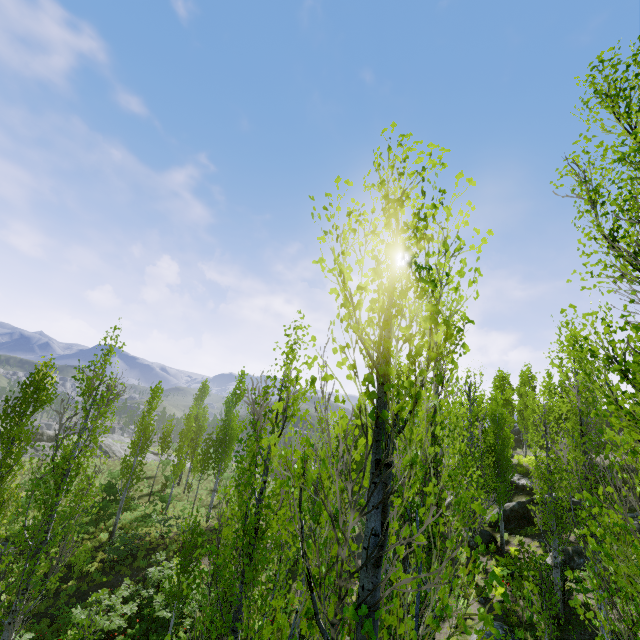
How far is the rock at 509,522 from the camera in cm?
2227

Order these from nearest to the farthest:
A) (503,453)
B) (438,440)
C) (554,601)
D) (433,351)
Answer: (554,601)
(438,440)
(433,351)
(503,453)

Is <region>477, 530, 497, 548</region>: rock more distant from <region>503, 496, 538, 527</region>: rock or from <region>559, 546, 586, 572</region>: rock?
<region>559, 546, 586, 572</region>: rock

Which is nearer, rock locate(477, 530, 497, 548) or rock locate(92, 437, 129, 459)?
rock locate(477, 530, 497, 548)

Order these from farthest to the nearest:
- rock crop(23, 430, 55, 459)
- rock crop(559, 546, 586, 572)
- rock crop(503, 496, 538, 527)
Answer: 1. rock crop(23, 430, 55, 459)
2. rock crop(503, 496, 538, 527)
3. rock crop(559, 546, 586, 572)

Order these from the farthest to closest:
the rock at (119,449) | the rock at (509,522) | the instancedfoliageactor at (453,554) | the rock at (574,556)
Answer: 1. the rock at (119,449)
2. the rock at (509,522)
3. the rock at (574,556)
4. the instancedfoliageactor at (453,554)

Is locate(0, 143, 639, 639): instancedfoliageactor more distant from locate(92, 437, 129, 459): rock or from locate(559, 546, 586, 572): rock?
locate(559, 546, 586, 572): rock

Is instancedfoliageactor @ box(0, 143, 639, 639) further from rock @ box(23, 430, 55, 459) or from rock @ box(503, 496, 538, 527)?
rock @ box(503, 496, 538, 527)
